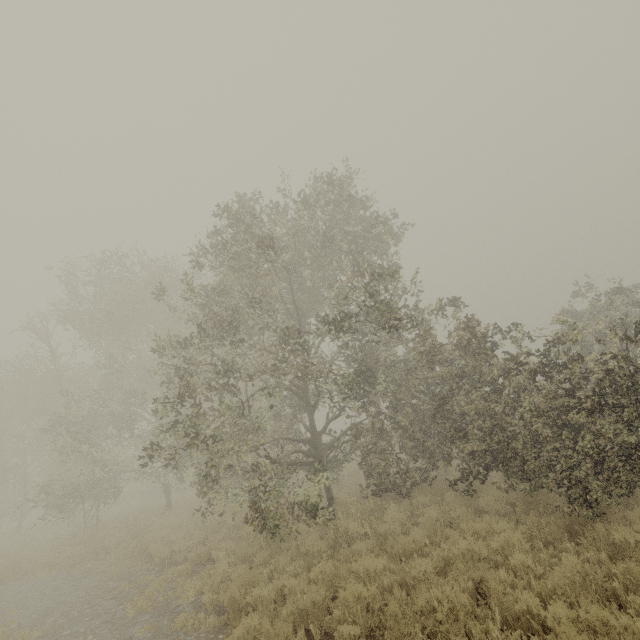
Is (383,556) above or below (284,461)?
below
